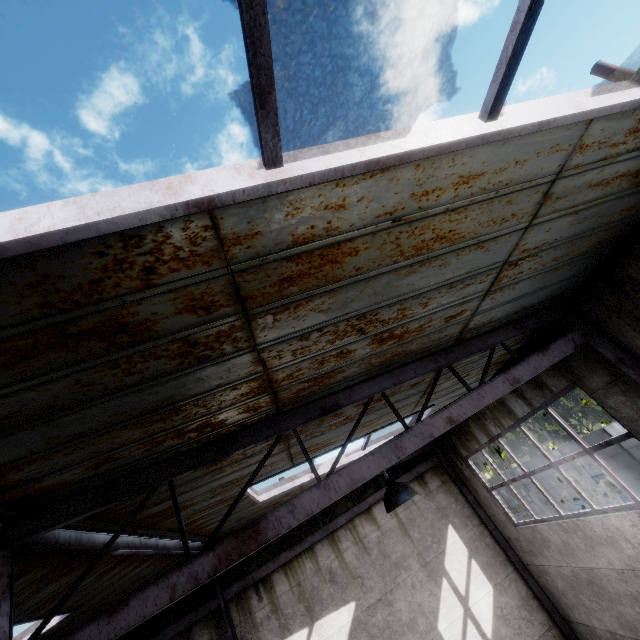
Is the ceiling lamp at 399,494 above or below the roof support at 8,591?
Answer: below

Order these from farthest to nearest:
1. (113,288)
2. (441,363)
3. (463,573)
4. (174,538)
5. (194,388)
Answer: (463,573), (174,538), (441,363), (194,388), (113,288)

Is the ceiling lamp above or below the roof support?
below

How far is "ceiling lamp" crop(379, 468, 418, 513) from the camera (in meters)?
3.43

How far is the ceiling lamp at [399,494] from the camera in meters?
3.4 m
